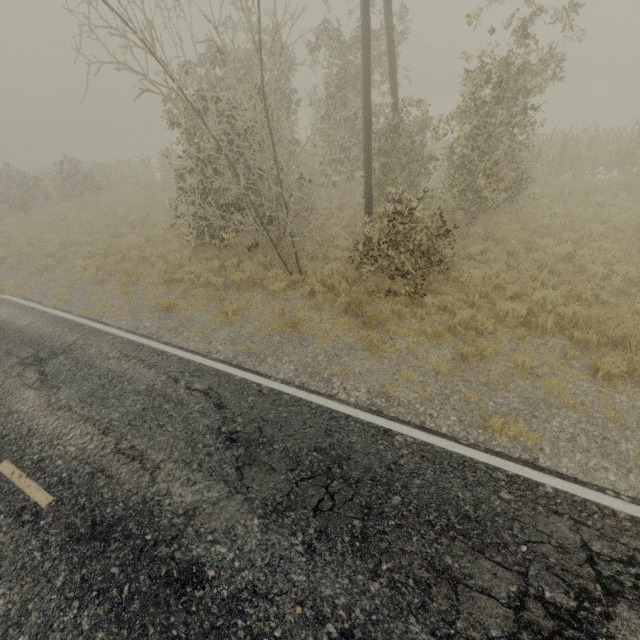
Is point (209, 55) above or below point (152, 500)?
above
